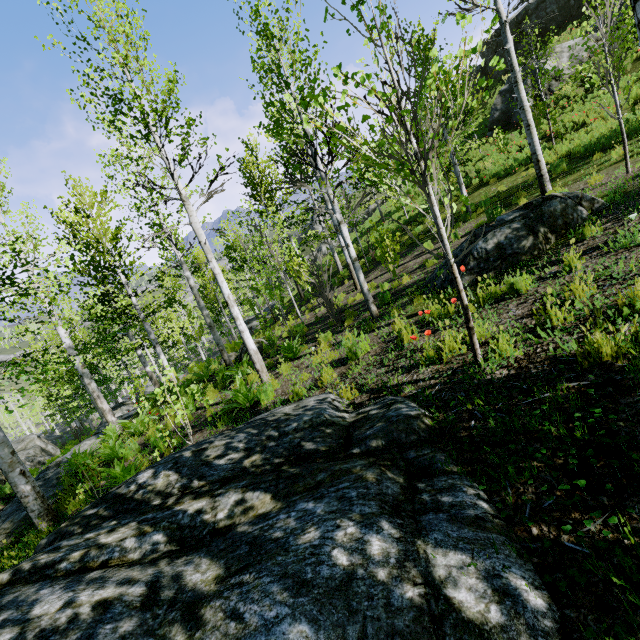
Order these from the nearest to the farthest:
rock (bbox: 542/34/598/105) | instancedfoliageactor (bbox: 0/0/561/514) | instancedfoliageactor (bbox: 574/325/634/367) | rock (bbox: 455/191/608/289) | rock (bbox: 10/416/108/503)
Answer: instancedfoliageactor (bbox: 574/325/634/367) < instancedfoliageactor (bbox: 0/0/561/514) < rock (bbox: 455/191/608/289) < rock (bbox: 10/416/108/503) < rock (bbox: 542/34/598/105)

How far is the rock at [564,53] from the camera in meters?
18.3

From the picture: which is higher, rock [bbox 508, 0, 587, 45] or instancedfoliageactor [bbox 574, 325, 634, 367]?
rock [bbox 508, 0, 587, 45]

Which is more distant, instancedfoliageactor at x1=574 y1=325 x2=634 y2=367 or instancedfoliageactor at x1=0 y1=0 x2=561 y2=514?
instancedfoliageactor at x1=0 y1=0 x2=561 y2=514

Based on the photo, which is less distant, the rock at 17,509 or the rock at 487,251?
the rock at 487,251

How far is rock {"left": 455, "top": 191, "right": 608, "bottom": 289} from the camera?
5.6m

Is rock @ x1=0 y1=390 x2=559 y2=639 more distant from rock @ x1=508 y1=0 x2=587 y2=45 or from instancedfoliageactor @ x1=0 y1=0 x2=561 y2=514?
instancedfoliageactor @ x1=0 y1=0 x2=561 y2=514

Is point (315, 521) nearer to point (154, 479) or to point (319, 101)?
point (154, 479)
